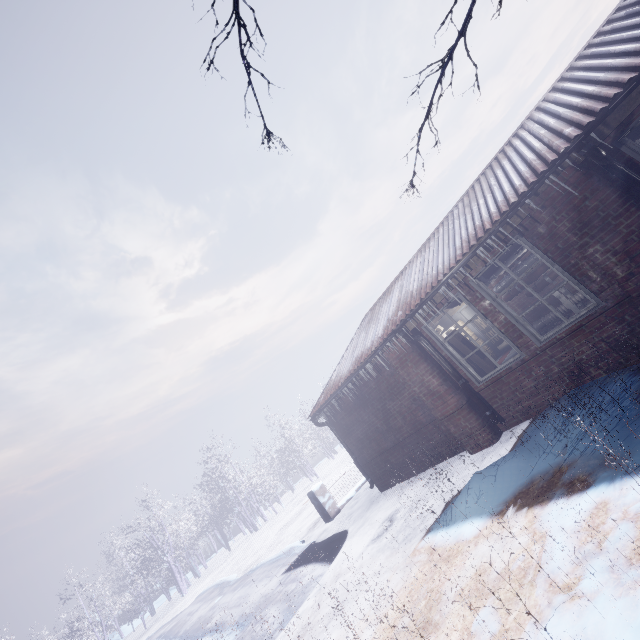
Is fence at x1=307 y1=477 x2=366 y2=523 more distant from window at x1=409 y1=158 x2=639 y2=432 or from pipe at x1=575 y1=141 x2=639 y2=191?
pipe at x1=575 y1=141 x2=639 y2=191

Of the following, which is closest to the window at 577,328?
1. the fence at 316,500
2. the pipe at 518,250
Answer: the pipe at 518,250

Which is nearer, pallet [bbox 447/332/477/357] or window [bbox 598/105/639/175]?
window [bbox 598/105/639/175]

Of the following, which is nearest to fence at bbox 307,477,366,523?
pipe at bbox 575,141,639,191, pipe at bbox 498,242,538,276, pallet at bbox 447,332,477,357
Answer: pallet at bbox 447,332,477,357

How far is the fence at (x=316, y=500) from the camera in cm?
873

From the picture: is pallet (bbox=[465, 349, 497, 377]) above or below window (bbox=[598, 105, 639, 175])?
below

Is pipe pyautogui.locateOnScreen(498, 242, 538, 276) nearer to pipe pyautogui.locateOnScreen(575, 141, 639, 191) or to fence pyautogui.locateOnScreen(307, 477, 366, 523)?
pipe pyautogui.locateOnScreen(575, 141, 639, 191)

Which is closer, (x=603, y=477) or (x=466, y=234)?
(x=603, y=477)
